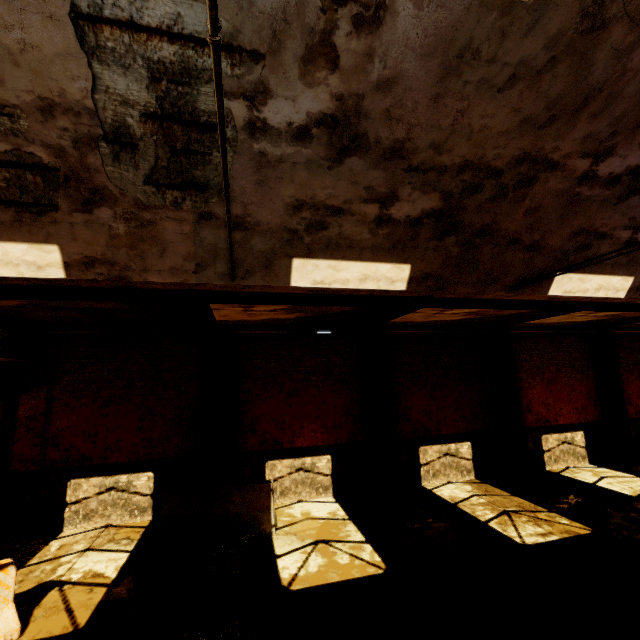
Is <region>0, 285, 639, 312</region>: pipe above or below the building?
below

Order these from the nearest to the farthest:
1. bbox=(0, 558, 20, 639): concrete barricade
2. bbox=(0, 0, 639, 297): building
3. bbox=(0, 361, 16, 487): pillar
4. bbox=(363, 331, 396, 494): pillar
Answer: bbox=(0, 0, 639, 297): building, bbox=(0, 558, 20, 639): concrete barricade, bbox=(0, 361, 16, 487): pillar, bbox=(363, 331, 396, 494): pillar

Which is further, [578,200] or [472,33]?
[578,200]

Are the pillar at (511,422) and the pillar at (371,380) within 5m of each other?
yes

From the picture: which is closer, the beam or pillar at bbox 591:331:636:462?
the beam

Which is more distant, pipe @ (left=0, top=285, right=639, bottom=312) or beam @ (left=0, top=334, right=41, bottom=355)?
beam @ (left=0, top=334, right=41, bottom=355)

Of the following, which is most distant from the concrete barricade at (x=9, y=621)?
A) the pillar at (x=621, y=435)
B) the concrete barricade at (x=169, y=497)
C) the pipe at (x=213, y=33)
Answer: the pillar at (x=621, y=435)

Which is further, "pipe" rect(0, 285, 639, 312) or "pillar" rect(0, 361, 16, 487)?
"pillar" rect(0, 361, 16, 487)
